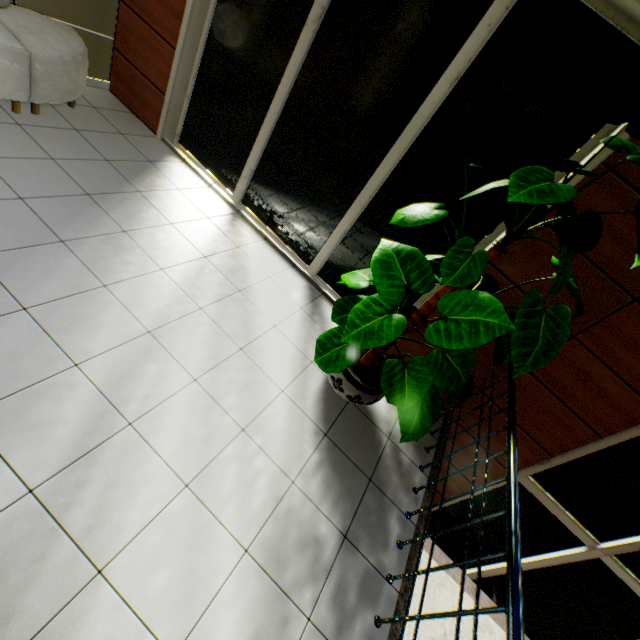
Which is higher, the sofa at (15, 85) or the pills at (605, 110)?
the pills at (605, 110)

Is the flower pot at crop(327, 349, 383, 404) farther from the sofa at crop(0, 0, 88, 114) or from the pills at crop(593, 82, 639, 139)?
the sofa at crop(0, 0, 88, 114)

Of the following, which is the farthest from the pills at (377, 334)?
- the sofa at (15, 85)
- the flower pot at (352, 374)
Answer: the sofa at (15, 85)

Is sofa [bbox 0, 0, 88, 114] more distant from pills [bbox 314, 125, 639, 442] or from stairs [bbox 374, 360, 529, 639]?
stairs [bbox 374, 360, 529, 639]

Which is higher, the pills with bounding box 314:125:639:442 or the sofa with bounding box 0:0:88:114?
the pills with bounding box 314:125:639:442

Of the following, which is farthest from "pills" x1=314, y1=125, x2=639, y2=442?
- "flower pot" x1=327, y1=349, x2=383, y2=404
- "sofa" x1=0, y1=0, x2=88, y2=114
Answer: "sofa" x1=0, y1=0, x2=88, y2=114

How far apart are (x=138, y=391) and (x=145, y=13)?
4.3m

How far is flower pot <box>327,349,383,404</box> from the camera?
2.7 meters
